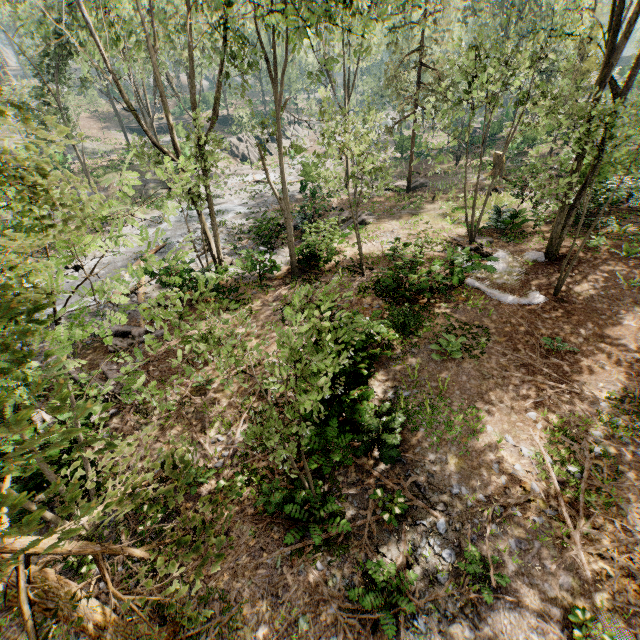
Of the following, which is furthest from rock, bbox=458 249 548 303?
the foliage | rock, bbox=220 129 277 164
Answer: rock, bbox=220 129 277 164

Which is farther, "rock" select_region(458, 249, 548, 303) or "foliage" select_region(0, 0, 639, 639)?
"rock" select_region(458, 249, 548, 303)

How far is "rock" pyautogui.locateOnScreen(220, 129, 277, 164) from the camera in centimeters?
4356cm

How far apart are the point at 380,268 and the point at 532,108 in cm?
931

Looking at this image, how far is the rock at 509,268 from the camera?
11.0 meters

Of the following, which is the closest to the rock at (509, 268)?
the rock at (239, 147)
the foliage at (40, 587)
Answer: the foliage at (40, 587)

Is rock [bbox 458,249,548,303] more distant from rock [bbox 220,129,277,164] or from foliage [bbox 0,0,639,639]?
rock [bbox 220,129,277,164]
